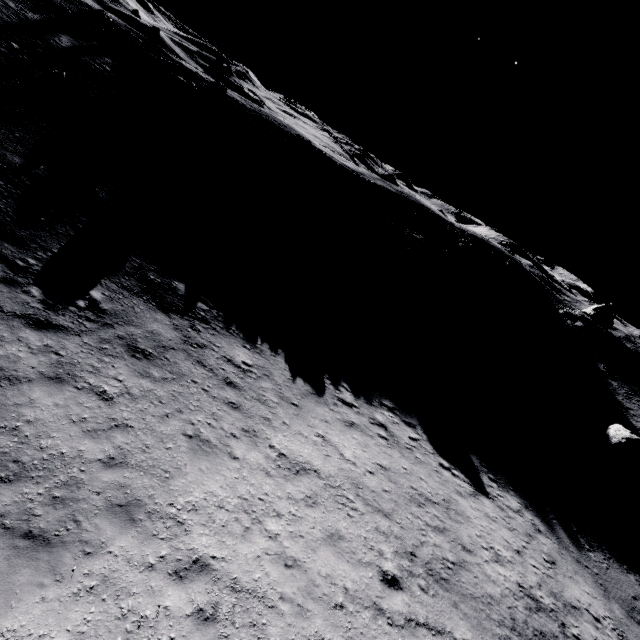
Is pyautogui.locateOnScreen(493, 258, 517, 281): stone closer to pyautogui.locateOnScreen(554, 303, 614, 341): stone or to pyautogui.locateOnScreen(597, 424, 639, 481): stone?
pyautogui.locateOnScreen(554, 303, 614, 341): stone

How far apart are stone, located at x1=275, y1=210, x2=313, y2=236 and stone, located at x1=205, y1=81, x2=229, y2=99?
16.4m

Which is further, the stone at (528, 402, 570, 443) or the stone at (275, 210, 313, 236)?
the stone at (275, 210, 313, 236)

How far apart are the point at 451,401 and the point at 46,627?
20.2m

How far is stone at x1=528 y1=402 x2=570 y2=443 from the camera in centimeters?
2277cm

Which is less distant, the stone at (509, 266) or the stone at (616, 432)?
the stone at (616, 432)

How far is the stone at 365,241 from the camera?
26.85m

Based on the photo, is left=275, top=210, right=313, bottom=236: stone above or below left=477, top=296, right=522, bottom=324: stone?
below
